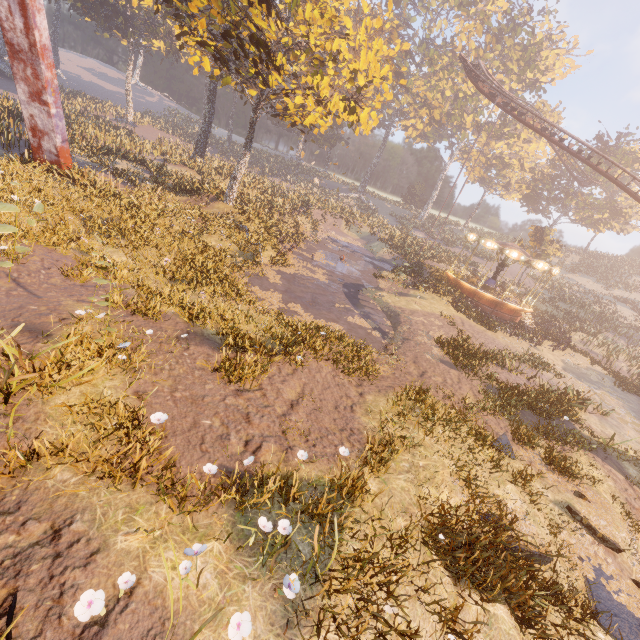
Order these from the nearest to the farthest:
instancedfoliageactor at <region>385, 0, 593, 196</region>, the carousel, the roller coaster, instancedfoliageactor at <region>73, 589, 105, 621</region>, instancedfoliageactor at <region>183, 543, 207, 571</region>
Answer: instancedfoliageactor at <region>73, 589, 105, 621</region> < instancedfoliageactor at <region>183, 543, 207, 571</region> < the carousel < the roller coaster < instancedfoliageactor at <region>385, 0, 593, 196</region>

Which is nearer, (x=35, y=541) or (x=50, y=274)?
(x=35, y=541)

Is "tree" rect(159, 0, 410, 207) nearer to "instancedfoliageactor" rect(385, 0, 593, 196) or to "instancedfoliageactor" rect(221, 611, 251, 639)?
"instancedfoliageactor" rect(385, 0, 593, 196)

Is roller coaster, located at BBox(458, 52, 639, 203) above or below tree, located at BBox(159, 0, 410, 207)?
above

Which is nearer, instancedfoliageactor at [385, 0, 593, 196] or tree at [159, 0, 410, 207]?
tree at [159, 0, 410, 207]

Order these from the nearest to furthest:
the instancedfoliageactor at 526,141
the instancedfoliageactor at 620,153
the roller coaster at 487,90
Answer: the roller coaster at 487,90
the instancedfoliageactor at 526,141
the instancedfoliageactor at 620,153

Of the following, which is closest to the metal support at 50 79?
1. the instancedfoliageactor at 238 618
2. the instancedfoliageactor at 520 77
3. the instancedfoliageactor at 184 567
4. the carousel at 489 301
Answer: the instancedfoliageactor at 184 567
